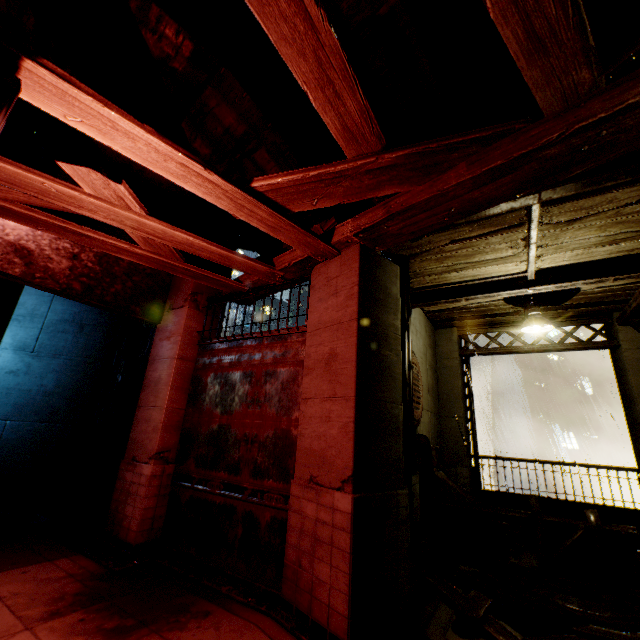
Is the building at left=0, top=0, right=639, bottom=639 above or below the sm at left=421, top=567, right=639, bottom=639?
above

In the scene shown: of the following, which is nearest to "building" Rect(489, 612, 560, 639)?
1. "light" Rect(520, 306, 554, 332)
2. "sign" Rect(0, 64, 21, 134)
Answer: "sign" Rect(0, 64, 21, 134)

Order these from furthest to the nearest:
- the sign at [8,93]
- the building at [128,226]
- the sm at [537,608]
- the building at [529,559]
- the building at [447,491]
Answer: the building at [447,491]
the building at [529,559]
the sm at [537,608]
the building at [128,226]
the sign at [8,93]

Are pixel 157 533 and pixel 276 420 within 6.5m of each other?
yes

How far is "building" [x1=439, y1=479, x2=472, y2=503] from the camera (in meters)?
8.61

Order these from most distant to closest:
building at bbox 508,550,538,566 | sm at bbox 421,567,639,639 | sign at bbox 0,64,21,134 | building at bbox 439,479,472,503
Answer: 1. building at bbox 439,479,472,503
2. building at bbox 508,550,538,566
3. sm at bbox 421,567,639,639
4. sign at bbox 0,64,21,134

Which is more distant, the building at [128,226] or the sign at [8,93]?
the building at [128,226]

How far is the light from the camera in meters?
6.3
